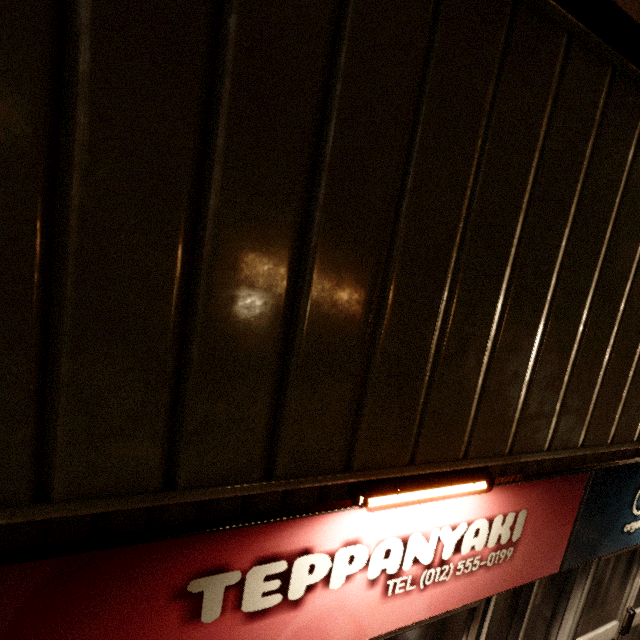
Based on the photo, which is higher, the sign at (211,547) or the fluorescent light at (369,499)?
the fluorescent light at (369,499)

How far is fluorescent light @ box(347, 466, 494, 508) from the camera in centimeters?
126cm

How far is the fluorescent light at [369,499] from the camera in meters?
1.3 m

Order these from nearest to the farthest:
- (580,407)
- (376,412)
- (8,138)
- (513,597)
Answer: (8,138), (376,412), (580,407), (513,597)

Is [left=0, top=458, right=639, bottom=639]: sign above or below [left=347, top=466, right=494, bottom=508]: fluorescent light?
below
